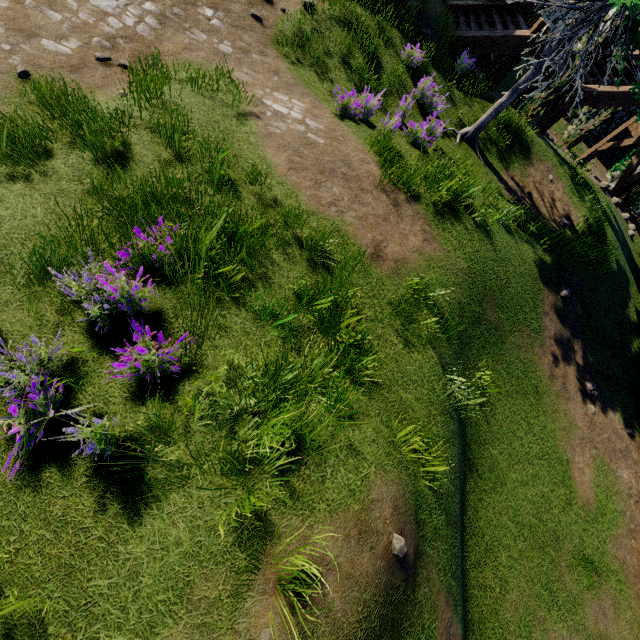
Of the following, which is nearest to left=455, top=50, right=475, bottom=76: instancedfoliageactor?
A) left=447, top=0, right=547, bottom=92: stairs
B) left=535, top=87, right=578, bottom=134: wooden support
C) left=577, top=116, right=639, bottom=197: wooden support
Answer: left=447, top=0, right=547, bottom=92: stairs

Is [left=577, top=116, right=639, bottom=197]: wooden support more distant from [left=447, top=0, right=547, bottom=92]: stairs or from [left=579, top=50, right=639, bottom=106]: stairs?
[left=447, top=0, right=547, bottom=92]: stairs

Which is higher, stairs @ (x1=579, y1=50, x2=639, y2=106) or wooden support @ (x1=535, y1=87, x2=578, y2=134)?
stairs @ (x1=579, y1=50, x2=639, y2=106)

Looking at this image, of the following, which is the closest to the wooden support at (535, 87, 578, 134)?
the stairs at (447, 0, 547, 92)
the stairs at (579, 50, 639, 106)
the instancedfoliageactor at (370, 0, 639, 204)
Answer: the stairs at (579, 50, 639, 106)

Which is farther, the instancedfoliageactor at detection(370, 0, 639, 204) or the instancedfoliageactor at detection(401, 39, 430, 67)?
the instancedfoliageactor at detection(401, 39, 430, 67)

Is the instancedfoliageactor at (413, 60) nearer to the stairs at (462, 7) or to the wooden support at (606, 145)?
the stairs at (462, 7)

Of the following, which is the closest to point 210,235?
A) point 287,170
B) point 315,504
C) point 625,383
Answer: point 287,170

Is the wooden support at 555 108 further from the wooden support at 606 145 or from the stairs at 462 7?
the wooden support at 606 145
